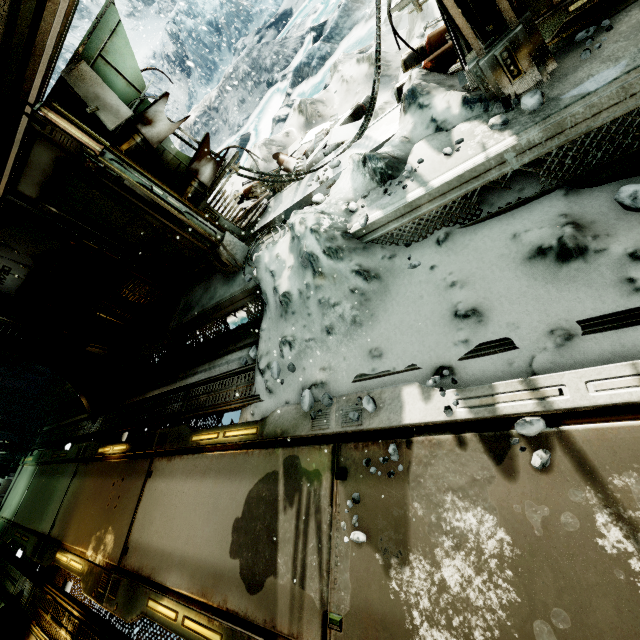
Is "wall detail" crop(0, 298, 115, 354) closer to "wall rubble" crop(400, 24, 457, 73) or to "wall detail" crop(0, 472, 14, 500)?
"wall detail" crop(0, 472, 14, 500)

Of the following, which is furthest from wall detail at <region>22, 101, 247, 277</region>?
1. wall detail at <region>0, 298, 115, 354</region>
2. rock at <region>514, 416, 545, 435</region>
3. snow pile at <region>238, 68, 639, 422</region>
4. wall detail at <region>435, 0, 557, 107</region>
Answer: wall detail at <region>0, 298, 115, 354</region>

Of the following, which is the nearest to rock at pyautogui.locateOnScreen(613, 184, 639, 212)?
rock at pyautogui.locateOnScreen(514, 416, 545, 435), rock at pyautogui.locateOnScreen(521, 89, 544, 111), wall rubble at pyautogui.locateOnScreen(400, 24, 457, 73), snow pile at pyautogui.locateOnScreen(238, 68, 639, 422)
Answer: snow pile at pyautogui.locateOnScreen(238, 68, 639, 422)

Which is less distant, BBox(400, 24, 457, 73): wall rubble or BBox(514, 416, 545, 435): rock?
BBox(514, 416, 545, 435): rock

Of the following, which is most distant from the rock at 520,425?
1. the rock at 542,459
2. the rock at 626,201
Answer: the rock at 626,201

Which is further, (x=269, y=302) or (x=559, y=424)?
(x=269, y=302)

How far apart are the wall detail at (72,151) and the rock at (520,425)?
3.97m

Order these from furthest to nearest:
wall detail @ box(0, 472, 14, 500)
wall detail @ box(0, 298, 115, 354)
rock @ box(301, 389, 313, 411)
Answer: wall detail @ box(0, 472, 14, 500) → wall detail @ box(0, 298, 115, 354) → rock @ box(301, 389, 313, 411)
